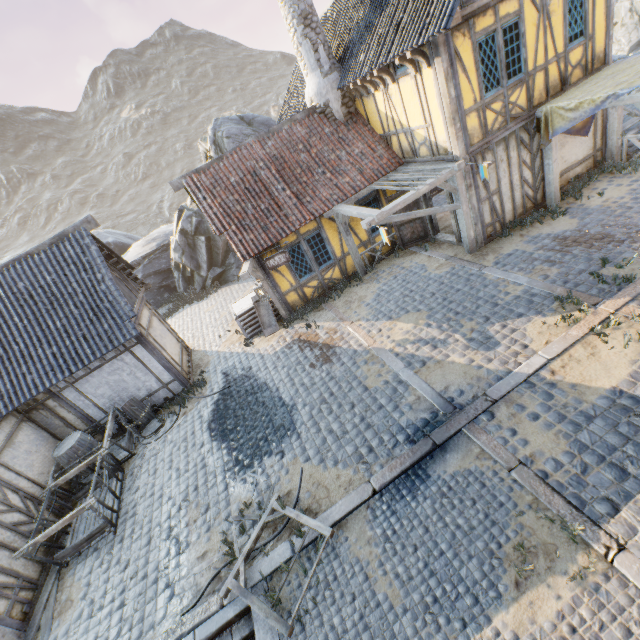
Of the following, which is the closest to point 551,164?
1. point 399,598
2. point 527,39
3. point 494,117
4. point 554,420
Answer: point 494,117

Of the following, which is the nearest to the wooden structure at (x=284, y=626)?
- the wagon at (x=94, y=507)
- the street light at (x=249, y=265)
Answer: the wagon at (x=94, y=507)

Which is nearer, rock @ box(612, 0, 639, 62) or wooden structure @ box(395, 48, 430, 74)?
wooden structure @ box(395, 48, 430, 74)

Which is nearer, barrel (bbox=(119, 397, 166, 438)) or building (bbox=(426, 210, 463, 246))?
barrel (bbox=(119, 397, 166, 438))

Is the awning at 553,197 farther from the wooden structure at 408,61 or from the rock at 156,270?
the rock at 156,270

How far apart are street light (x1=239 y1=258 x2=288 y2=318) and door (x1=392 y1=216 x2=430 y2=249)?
5.1 meters

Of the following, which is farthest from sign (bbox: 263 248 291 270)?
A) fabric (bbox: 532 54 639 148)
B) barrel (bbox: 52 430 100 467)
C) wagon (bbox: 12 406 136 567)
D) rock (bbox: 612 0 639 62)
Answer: rock (bbox: 612 0 639 62)

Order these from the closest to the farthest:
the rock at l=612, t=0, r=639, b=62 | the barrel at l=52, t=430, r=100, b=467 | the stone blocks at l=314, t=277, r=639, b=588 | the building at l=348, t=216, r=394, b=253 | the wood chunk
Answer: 1. the stone blocks at l=314, t=277, r=639, b=588
2. the wood chunk
3. the barrel at l=52, t=430, r=100, b=467
4. the building at l=348, t=216, r=394, b=253
5. the rock at l=612, t=0, r=639, b=62
